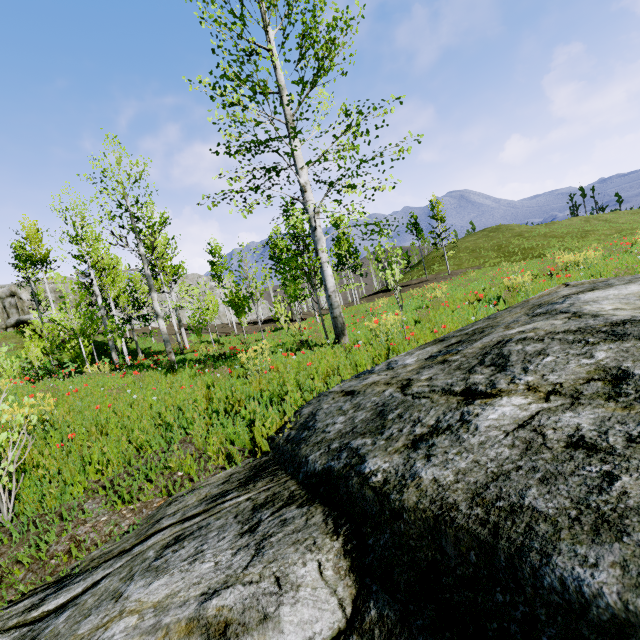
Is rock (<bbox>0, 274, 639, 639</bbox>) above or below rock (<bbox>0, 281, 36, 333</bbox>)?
below

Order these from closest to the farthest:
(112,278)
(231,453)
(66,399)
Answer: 1. (231,453)
2. (66,399)
3. (112,278)

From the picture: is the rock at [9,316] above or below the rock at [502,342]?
above

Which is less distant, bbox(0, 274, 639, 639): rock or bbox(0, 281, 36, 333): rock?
bbox(0, 274, 639, 639): rock

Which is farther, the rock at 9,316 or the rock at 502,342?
the rock at 9,316
